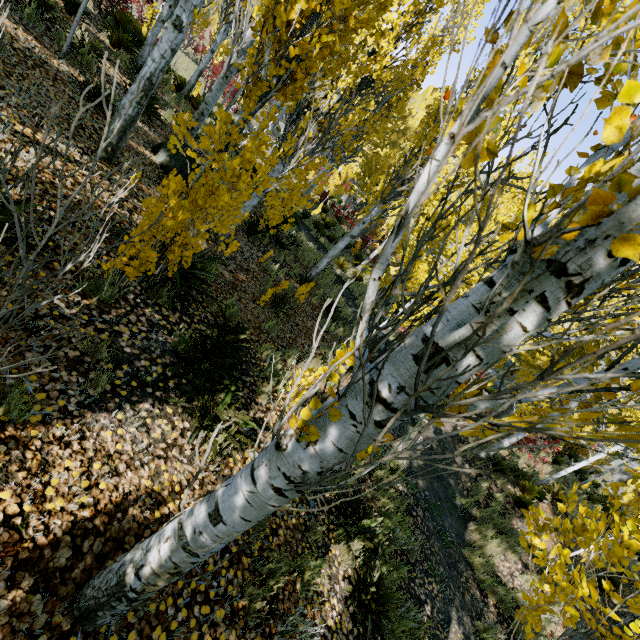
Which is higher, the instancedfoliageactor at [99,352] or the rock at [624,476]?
the rock at [624,476]

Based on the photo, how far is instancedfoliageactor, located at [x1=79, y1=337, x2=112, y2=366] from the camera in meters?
2.9

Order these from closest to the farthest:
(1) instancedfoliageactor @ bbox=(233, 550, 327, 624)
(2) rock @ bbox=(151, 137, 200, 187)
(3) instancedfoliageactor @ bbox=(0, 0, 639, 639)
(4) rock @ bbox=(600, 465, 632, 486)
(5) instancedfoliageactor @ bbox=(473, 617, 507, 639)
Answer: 1. (3) instancedfoliageactor @ bbox=(0, 0, 639, 639)
2. (1) instancedfoliageactor @ bbox=(233, 550, 327, 624)
3. (5) instancedfoliageactor @ bbox=(473, 617, 507, 639)
4. (2) rock @ bbox=(151, 137, 200, 187)
5. (4) rock @ bbox=(600, 465, 632, 486)

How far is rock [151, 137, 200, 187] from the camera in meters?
6.9 m

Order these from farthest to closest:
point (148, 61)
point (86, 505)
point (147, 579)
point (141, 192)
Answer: point (141, 192) < point (148, 61) < point (86, 505) < point (147, 579)

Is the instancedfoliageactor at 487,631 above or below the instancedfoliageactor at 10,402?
below

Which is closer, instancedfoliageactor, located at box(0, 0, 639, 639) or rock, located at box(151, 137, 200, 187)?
instancedfoliageactor, located at box(0, 0, 639, 639)
